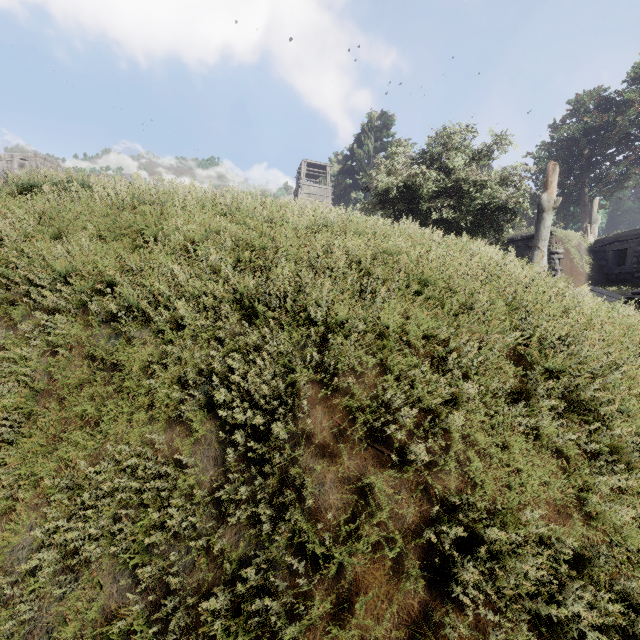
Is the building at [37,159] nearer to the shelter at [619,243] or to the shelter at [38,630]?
the shelter at [38,630]

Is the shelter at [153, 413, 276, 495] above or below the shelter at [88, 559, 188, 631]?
above

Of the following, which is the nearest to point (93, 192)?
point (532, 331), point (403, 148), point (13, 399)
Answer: point (13, 399)

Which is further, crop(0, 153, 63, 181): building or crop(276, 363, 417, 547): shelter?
crop(0, 153, 63, 181): building

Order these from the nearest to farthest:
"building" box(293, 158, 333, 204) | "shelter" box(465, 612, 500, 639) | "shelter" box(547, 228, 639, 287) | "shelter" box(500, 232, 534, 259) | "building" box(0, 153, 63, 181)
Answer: "shelter" box(465, 612, 500, 639) < "shelter" box(547, 228, 639, 287) < "shelter" box(500, 232, 534, 259) < "building" box(0, 153, 63, 181) < "building" box(293, 158, 333, 204)

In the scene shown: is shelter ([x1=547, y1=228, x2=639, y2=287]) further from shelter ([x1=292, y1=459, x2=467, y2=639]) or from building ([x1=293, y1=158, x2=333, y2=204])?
building ([x1=293, y1=158, x2=333, y2=204])

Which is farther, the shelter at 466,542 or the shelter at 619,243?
the shelter at 619,243
